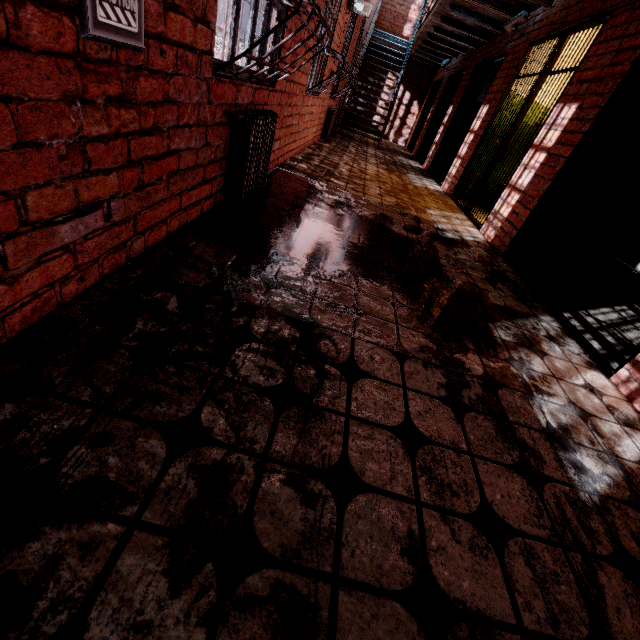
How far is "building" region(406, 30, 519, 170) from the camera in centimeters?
661cm

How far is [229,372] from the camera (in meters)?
1.19

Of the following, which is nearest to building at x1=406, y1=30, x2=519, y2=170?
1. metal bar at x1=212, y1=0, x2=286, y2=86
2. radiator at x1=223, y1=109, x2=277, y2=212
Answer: metal bar at x1=212, y1=0, x2=286, y2=86

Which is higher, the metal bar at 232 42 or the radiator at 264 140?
the metal bar at 232 42

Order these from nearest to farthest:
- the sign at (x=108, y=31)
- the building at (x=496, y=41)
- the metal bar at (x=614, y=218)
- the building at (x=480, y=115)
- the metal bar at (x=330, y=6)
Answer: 1. the sign at (x=108, y=31)
2. the metal bar at (x=614, y=218)
3. the metal bar at (x=330, y=6)
4. the building at (x=480, y=115)
5. the building at (x=496, y=41)

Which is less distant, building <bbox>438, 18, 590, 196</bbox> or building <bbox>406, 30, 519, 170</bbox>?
building <bbox>438, 18, 590, 196</bbox>

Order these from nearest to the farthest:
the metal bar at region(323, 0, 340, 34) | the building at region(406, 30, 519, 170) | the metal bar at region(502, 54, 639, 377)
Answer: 1. the metal bar at region(502, 54, 639, 377)
2. the metal bar at region(323, 0, 340, 34)
3. the building at region(406, 30, 519, 170)

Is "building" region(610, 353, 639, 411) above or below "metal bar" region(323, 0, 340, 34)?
below
